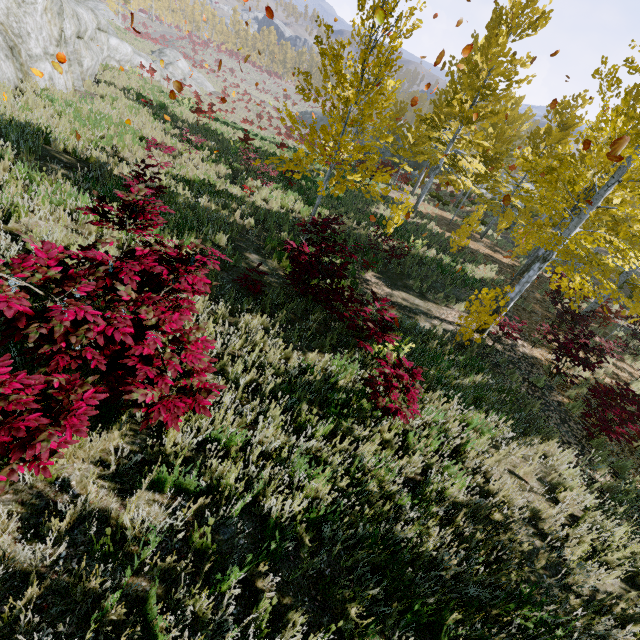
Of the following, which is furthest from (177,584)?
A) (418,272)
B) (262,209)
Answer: (418,272)

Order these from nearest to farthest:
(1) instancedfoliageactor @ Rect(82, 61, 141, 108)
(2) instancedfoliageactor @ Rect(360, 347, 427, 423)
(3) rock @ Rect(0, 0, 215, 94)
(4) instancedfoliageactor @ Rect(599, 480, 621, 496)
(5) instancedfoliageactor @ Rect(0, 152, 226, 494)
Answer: (5) instancedfoliageactor @ Rect(0, 152, 226, 494)
(2) instancedfoliageactor @ Rect(360, 347, 427, 423)
(4) instancedfoliageactor @ Rect(599, 480, 621, 496)
(3) rock @ Rect(0, 0, 215, 94)
(1) instancedfoliageactor @ Rect(82, 61, 141, 108)

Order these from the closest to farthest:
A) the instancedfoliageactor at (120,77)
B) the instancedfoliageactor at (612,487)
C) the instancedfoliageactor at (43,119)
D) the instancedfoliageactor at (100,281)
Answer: the instancedfoliageactor at (100,281) → the instancedfoliageactor at (612,487) → the instancedfoliageactor at (43,119) → the instancedfoliageactor at (120,77)

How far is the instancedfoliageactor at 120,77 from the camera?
13.6 meters

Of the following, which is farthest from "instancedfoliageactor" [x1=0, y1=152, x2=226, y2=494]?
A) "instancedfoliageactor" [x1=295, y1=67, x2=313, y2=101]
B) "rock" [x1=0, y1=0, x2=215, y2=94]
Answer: "rock" [x1=0, y1=0, x2=215, y2=94]

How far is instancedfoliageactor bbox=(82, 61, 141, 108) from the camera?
13.65m
